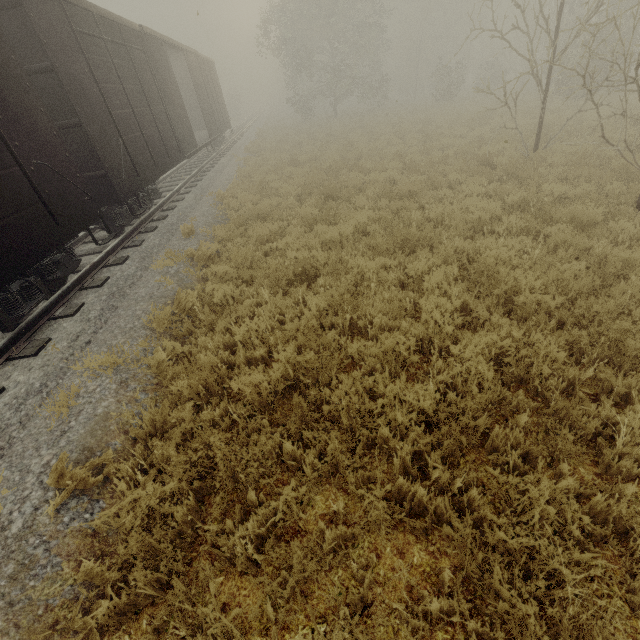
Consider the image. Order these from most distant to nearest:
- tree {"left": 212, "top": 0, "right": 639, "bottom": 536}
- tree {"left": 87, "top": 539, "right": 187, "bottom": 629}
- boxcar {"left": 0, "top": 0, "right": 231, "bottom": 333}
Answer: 1. boxcar {"left": 0, "top": 0, "right": 231, "bottom": 333}
2. tree {"left": 212, "top": 0, "right": 639, "bottom": 536}
3. tree {"left": 87, "top": 539, "right": 187, "bottom": 629}

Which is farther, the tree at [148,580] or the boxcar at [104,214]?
the boxcar at [104,214]

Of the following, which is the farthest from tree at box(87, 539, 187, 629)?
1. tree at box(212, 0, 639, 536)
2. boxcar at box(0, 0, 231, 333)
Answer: tree at box(212, 0, 639, 536)

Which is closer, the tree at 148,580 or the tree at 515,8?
the tree at 148,580

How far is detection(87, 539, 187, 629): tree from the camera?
2.5 meters

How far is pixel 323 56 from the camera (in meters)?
34.78

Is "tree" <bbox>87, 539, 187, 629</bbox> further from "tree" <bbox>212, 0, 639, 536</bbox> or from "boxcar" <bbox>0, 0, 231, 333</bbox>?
"tree" <bbox>212, 0, 639, 536</bbox>
